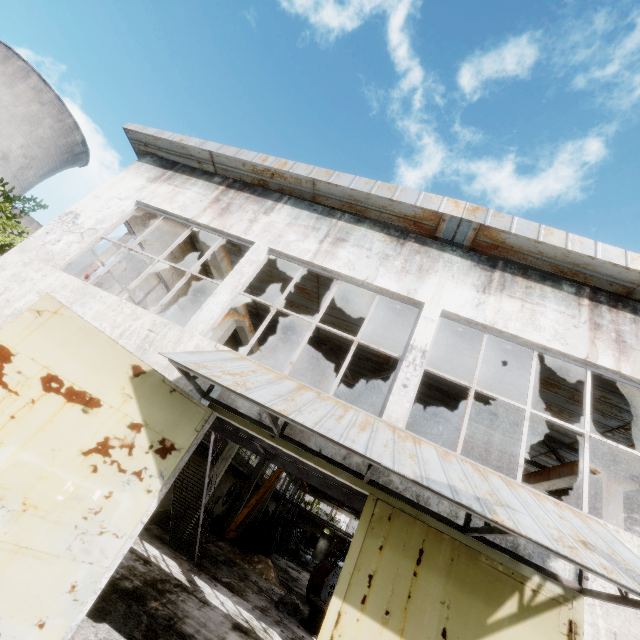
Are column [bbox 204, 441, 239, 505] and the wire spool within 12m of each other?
yes

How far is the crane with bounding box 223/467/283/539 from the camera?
20.38m

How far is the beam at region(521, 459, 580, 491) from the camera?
10.0 meters

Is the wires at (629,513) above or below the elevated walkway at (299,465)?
above

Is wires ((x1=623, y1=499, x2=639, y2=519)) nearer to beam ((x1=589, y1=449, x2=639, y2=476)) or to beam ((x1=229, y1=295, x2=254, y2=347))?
beam ((x1=589, y1=449, x2=639, y2=476))

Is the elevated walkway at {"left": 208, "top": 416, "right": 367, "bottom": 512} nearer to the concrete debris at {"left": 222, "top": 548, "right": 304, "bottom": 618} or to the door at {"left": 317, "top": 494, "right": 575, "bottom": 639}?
the door at {"left": 317, "top": 494, "right": 575, "bottom": 639}

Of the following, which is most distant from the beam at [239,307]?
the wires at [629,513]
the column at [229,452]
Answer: the wires at [629,513]

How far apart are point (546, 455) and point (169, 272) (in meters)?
16.77
